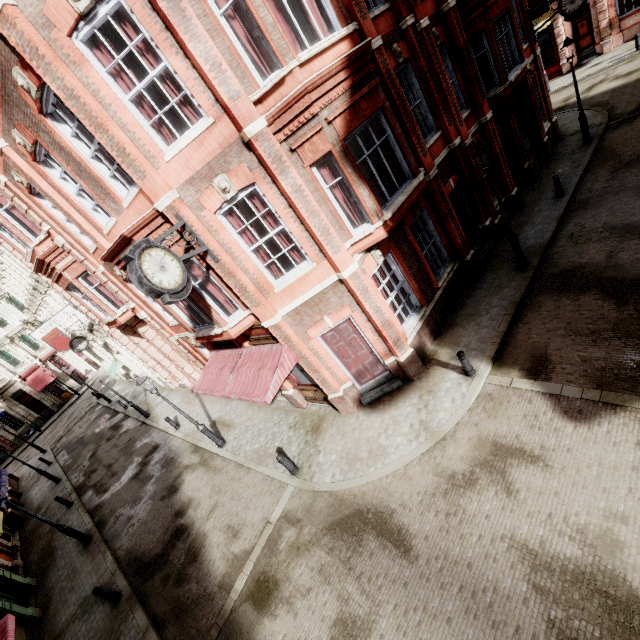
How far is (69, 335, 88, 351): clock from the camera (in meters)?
A: 20.55

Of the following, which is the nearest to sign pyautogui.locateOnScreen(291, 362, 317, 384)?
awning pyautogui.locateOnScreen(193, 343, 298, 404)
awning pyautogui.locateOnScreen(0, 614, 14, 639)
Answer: awning pyautogui.locateOnScreen(193, 343, 298, 404)

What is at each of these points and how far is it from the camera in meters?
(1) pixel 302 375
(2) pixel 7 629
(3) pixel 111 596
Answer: (1) sign, 11.6 m
(2) awning, 7.7 m
(3) post, 10.8 m

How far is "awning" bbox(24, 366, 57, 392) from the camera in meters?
37.4 m

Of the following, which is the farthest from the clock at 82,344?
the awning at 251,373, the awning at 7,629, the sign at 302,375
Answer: the sign at 302,375

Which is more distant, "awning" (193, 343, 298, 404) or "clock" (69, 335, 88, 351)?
"clock" (69, 335, 88, 351)

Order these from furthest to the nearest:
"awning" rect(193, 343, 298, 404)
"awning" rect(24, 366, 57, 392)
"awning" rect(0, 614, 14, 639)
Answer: "awning" rect(24, 366, 57, 392)
"awning" rect(193, 343, 298, 404)
"awning" rect(0, 614, 14, 639)

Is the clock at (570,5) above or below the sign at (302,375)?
above
